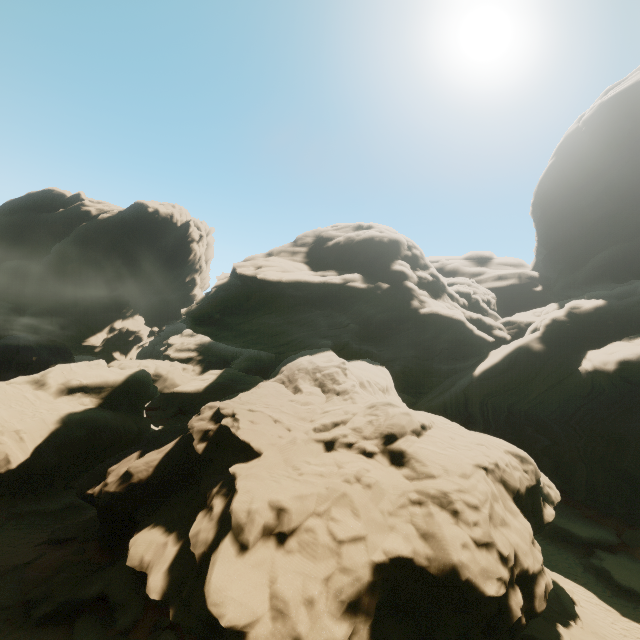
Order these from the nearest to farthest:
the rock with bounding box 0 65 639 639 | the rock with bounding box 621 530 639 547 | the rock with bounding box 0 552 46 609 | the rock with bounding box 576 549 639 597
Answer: the rock with bounding box 0 65 639 639 < the rock with bounding box 0 552 46 609 < the rock with bounding box 576 549 639 597 < the rock with bounding box 621 530 639 547

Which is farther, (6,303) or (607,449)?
(6,303)

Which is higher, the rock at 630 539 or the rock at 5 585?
the rock at 630 539

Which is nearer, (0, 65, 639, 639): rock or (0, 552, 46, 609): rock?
(0, 65, 639, 639): rock

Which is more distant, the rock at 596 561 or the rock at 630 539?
the rock at 630 539
